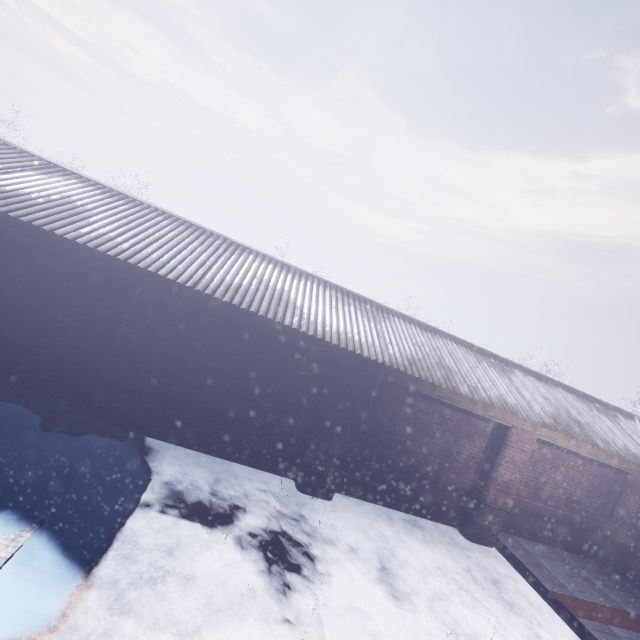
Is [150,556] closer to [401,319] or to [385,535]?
[385,535]
